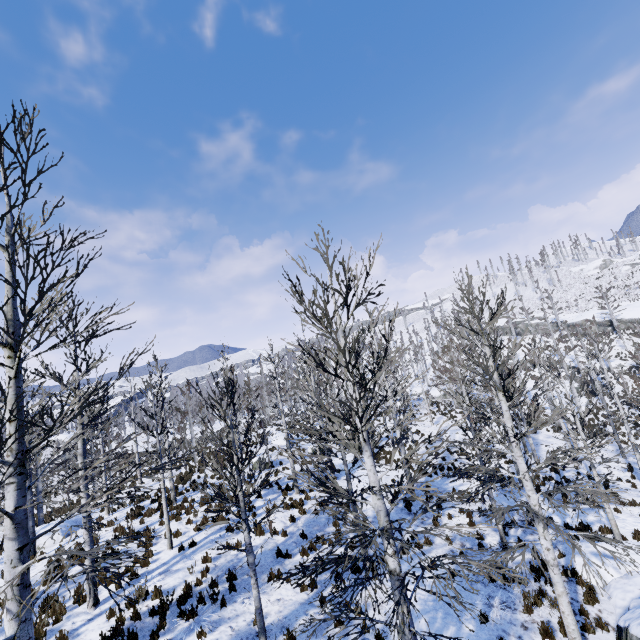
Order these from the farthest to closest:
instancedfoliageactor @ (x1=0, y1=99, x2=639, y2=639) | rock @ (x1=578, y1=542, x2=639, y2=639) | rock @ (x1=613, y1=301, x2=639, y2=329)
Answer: rock @ (x1=613, y1=301, x2=639, y2=329) → rock @ (x1=578, y1=542, x2=639, y2=639) → instancedfoliageactor @ (x1=0, y1=99, x2=639, y2=639)

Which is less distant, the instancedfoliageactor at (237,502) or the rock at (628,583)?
the instancedfoliageactor at (237,502)

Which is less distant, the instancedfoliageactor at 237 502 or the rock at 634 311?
the instancedfoliageactor at 237 502

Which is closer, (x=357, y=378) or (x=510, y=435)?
(x=510, y=435)

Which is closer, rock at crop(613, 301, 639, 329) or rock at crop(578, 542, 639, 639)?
rock at crop(578, 542, 639, 639)

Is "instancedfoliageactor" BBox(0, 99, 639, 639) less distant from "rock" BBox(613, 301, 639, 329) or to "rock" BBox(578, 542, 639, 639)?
"rock" BBox(578, 542, 639, 639)

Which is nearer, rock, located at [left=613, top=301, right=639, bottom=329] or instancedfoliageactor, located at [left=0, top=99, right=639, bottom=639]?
instancedfoliageactor, located at [left=0, top=99, right=639, bottom=639]

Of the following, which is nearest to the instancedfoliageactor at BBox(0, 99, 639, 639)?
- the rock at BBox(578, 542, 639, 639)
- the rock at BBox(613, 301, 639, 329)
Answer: the rock at BBox(578, 542, 639, 639)
